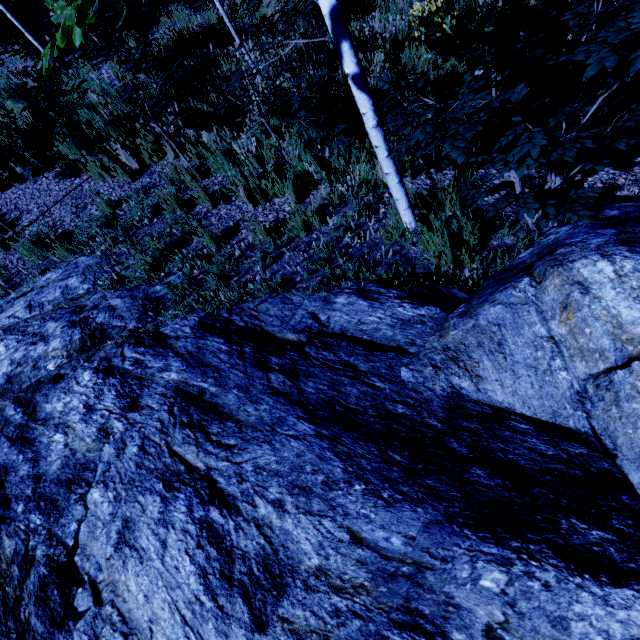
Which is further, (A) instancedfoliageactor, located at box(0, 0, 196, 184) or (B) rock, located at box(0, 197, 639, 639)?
(A) instancedfoliageactor, located at box(0, 0, 196, 184)

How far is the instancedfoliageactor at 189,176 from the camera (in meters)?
4.19

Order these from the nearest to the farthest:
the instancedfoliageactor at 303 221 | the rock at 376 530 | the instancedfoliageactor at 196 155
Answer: the rock at 376 530, the instancedfoliageactor at 303 221, the instancedfoliageactor at 196 155

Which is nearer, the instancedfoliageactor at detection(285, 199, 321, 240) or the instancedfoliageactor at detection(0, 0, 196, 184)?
the instancedfoliageactor at detection(0, 0, 196, 184)

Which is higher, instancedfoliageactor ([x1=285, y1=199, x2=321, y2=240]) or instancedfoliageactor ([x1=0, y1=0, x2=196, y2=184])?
instancedfoliageactor ([x1=0, y1=0, x2=196, y2=184])

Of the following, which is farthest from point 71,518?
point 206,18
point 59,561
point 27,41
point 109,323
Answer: point 27,41

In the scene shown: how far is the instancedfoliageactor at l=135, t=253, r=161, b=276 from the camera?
3.8 meters
